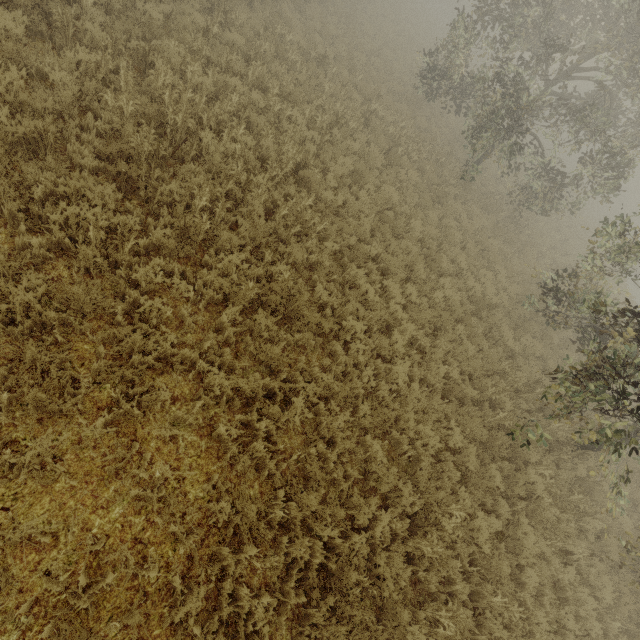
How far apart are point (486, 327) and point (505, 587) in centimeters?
674cm
